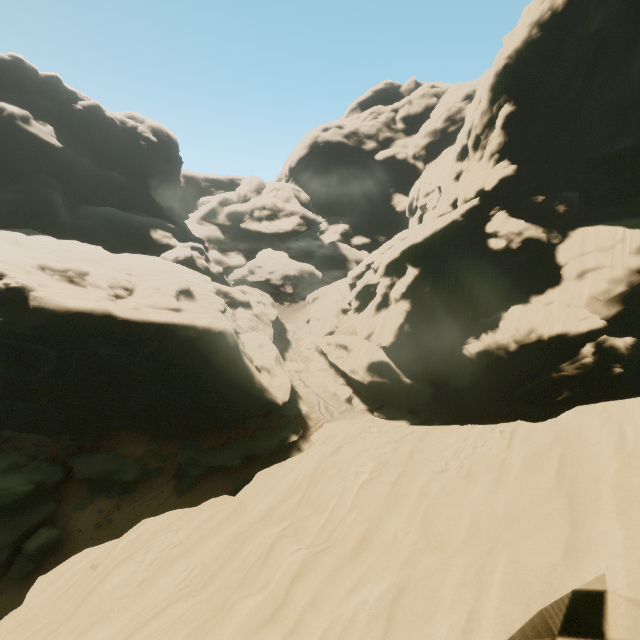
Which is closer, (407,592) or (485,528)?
(407,592)

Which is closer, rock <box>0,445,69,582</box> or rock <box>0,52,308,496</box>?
rock <box>0,445,69,582</box>

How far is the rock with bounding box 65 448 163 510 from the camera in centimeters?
2245cm

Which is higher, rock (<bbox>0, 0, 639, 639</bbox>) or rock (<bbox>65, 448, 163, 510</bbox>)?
rock (<bbox>0, 0, 639, 639</bbox>)

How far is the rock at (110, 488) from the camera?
22.45m

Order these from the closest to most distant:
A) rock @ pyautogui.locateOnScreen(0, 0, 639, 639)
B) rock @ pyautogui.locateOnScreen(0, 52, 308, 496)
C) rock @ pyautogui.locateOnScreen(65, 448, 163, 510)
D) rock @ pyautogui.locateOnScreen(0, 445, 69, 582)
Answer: rock @ pyautogui.locateOnScreen(0, 0, 639, 639), rock @ pyautogui.locateOnScreen(0, 445, 69, 582), rock @ pyautogui.locateOnScreen(0, 52, 308, 496), rock @ pyautogui.locateOnScreen(65, 448, 163, 510)

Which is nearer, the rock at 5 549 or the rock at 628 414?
the rock at 628 414
